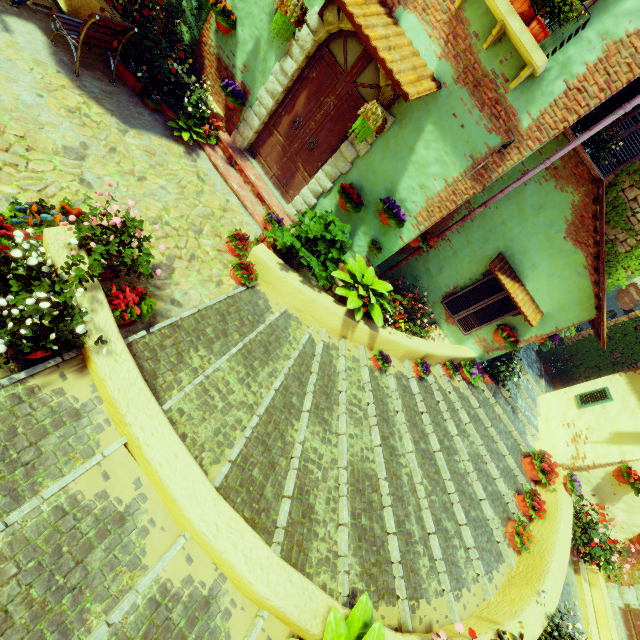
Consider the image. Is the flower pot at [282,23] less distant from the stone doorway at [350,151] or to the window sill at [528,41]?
the stone doorway at [350,151]

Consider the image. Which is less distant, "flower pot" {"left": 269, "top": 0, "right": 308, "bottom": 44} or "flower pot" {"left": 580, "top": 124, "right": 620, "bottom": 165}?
"flower pot" {"left": 269, "top": 0, "right": 308, "bottom": 44}

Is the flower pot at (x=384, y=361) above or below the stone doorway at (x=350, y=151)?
below

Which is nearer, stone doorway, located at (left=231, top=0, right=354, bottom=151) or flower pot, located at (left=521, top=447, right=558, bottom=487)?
stone doorway, located at (left=231, top=0, right=354, bottom=151)

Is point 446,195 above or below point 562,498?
above

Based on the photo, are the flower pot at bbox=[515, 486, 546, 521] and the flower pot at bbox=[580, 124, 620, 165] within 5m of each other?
no

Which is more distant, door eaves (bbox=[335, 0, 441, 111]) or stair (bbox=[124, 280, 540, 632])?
door eaves (bbox=[335, 0, 441, 111])

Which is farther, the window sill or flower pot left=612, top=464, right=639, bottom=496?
flower pot left=612, top=464, right=639, bottom=496
